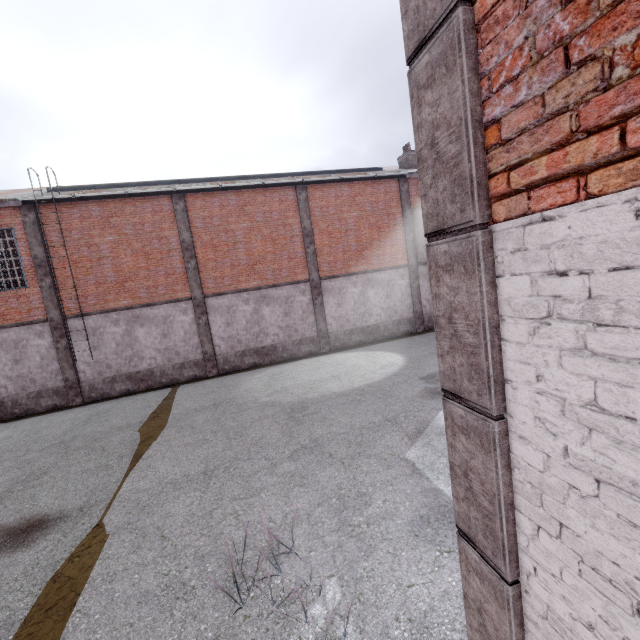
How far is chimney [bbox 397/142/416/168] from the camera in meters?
20.2 m

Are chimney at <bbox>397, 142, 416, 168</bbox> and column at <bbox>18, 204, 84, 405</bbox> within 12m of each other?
no

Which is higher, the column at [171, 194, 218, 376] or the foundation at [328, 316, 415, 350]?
the column at [171, 194, 218, 376]

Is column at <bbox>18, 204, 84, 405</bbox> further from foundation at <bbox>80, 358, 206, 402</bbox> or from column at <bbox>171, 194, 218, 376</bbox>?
column at <bbox>171, 194, 218, 376</bbox>

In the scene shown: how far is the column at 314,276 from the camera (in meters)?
16.66

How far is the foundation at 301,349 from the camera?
16.31m

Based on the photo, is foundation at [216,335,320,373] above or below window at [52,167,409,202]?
below

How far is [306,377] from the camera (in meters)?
13.49
